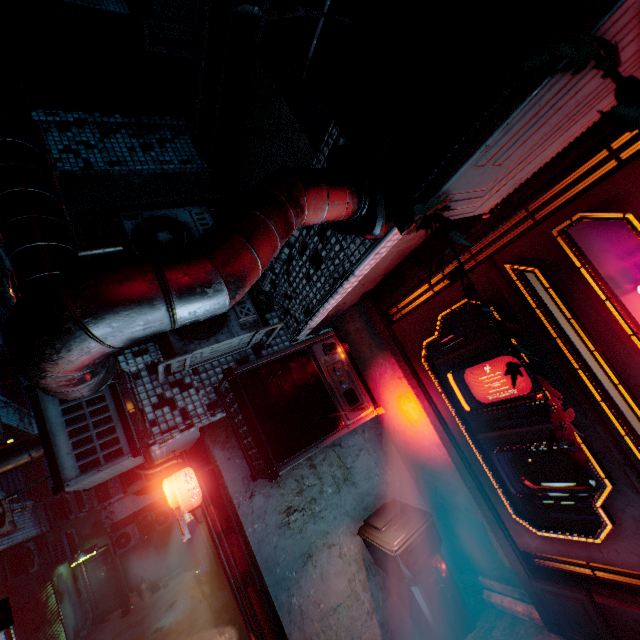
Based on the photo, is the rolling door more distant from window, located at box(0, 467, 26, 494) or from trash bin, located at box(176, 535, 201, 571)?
trash bin, located at box(176, 535, 201, 571)

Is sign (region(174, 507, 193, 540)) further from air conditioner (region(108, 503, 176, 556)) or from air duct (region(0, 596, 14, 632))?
air conditioner (region(108, 503, 176, 556))

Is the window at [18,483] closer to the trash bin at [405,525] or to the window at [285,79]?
the trash bin at [405,525]

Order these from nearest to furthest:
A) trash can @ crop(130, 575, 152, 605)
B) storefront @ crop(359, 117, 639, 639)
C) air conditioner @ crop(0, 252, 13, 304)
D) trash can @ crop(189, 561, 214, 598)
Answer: storefront @ crop(359, 117, 639, 639) → trash can @ crop(189, 561, 214, 598) → air conditioner @ crop(0, 252, 13, 304) → trash can @ crop(130, 575, 152, 605)

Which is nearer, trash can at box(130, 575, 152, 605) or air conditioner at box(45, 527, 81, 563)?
air conditioner at box(45, 527, 81, 563)

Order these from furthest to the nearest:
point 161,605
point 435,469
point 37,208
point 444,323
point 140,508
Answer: point 140,508 → point 161,605 → point 435,469 → point 444,323 → point 37,208

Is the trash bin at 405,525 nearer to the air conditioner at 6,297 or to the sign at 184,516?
the sign at 184,516

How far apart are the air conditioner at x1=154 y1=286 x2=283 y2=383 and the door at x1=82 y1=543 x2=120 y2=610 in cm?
1615
